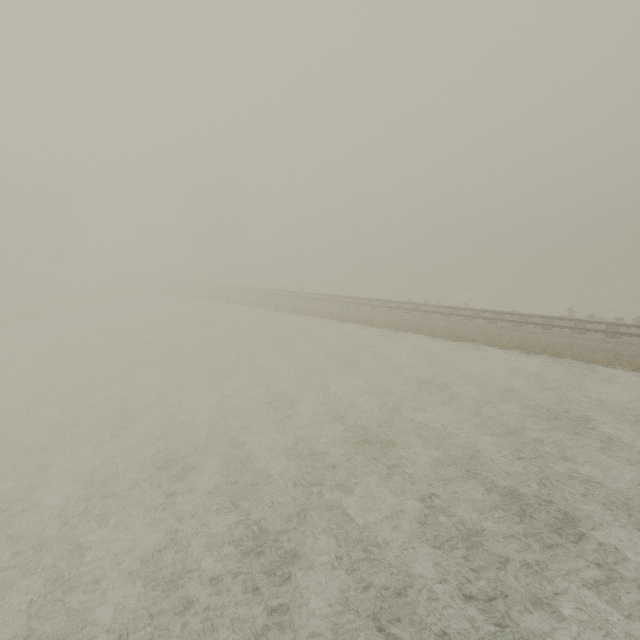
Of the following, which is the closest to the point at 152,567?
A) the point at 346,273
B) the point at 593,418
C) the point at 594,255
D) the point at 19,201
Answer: the point at 593,418
